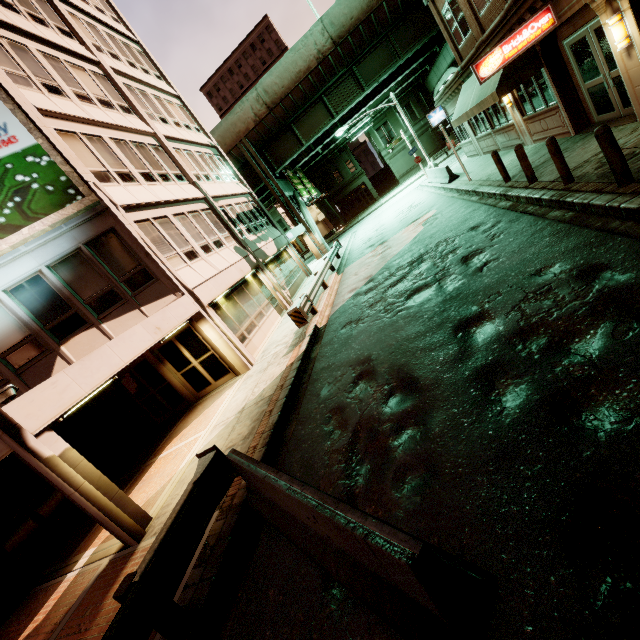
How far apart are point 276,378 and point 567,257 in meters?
7.7 m

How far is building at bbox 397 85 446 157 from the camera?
42.9 meters

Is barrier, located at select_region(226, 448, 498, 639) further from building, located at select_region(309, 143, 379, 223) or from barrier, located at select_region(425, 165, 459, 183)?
building, located at select_region(309, 143, 379, 223)

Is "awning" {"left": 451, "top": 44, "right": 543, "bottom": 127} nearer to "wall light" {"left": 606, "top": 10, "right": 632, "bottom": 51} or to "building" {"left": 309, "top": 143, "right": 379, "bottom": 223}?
"wall light" {"left": 606, "top": 10, "right": 632, "bottom": 51}

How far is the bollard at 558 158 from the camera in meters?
7.7 m

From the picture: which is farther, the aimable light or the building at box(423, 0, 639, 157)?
the building at box(423, 0, 639, 157)

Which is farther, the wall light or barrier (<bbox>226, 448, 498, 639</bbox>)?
the wall light

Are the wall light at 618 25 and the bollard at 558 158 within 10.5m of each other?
yes
